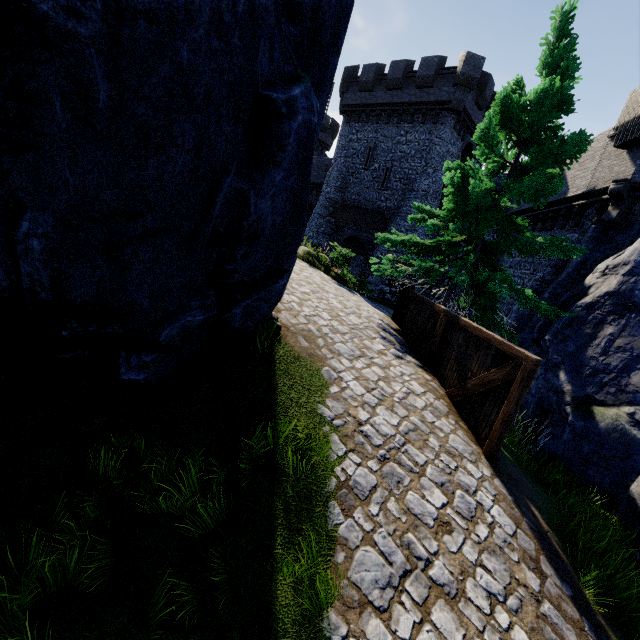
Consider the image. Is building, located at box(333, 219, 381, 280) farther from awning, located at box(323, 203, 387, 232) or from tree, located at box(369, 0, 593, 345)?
tree, located at box(369, 0, 593, 345)

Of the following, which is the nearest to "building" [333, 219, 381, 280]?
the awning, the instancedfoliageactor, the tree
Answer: the awning

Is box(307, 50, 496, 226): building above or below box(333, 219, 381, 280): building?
above

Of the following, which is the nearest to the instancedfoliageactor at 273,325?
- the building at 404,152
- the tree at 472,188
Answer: the tree at 472,188

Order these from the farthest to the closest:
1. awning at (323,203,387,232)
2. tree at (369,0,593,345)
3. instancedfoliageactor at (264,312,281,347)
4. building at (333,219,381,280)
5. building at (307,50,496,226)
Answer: building at (333,219,381,280) < awning at (323,203,387,232) < building at (307,50,496,226) < tree at (369,0,593,345) < instancedfoliageactor at (264,312,281,347)

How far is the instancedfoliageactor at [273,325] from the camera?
5.5 meters

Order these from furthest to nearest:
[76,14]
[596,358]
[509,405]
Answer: [596,358]
[509,405]
[76,14]
